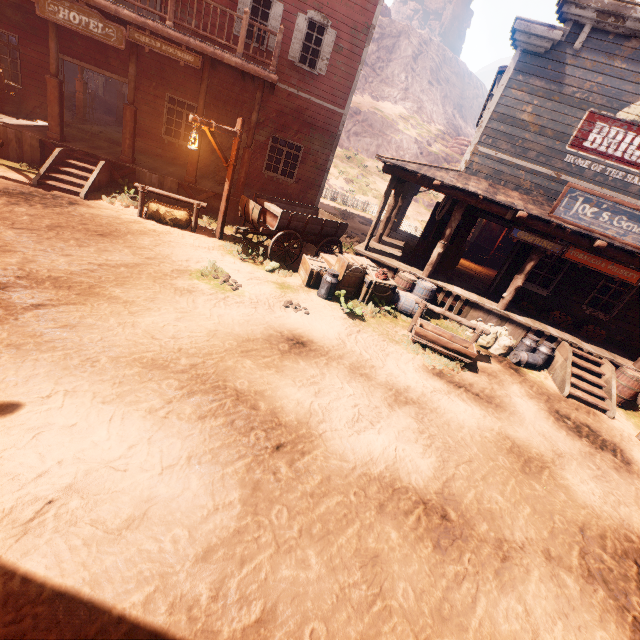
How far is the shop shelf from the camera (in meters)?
17.20

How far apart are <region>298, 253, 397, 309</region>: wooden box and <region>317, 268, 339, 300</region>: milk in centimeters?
9cm

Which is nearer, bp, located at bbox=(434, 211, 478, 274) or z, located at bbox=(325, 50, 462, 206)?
bp, located at bbox=(434, 211, 478, 274)

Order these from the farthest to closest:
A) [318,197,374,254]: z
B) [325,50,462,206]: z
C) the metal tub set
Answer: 1. [325,50,462,206]: z
2. the metal tub set
3. [318,197,374,254]: z

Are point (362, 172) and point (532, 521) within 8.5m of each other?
no

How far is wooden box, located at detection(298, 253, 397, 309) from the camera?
8.75m

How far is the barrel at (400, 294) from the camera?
9.3 meters

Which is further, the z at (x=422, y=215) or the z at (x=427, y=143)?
the z at (x=427, y=143)
